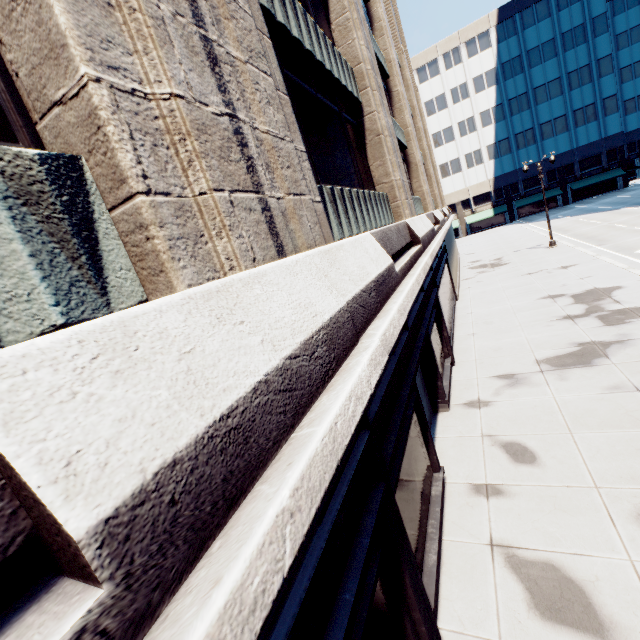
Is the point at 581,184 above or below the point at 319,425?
below
